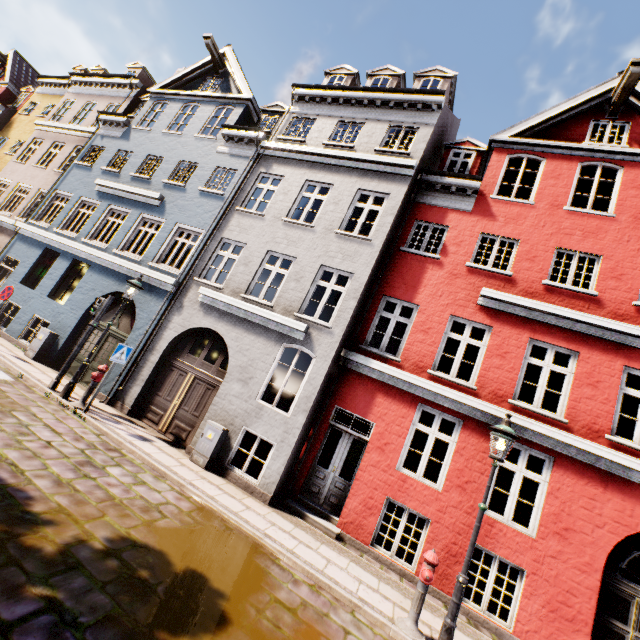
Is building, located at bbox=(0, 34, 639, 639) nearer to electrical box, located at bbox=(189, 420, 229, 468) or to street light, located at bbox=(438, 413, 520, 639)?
electrical box, located at bbox=(189, 420, 229, 468)

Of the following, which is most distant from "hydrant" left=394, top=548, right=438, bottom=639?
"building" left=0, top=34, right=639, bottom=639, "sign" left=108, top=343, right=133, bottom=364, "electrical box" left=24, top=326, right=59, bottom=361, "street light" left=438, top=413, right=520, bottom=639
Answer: "electrical box" left=24, top=326, right=59, bottom=361

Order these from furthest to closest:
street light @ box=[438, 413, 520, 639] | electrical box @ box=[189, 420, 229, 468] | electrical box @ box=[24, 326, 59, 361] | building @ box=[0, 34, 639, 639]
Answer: electrical box @ box=[24, 326, 59, 361] → electrical box @ box=[189, 420, 229, 468] → building @ box=[0, 34, 639, 639] → street light @ box=[438, 413, 520, 639]

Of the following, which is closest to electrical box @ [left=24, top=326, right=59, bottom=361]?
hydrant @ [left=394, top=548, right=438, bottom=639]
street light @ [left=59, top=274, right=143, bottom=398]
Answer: street light @ [left=59, top=274, right=143, bottom=398]

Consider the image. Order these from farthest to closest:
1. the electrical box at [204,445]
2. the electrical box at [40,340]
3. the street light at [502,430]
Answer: the electrical box at [40,340]
the electrical box at [204,445]
the street light at [502,430]

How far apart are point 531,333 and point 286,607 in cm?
803

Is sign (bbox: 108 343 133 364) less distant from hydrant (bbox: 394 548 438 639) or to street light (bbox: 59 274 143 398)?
street light (bbox: 59 274 143 398)

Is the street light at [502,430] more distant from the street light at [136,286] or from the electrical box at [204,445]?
the street light at [136,286]
